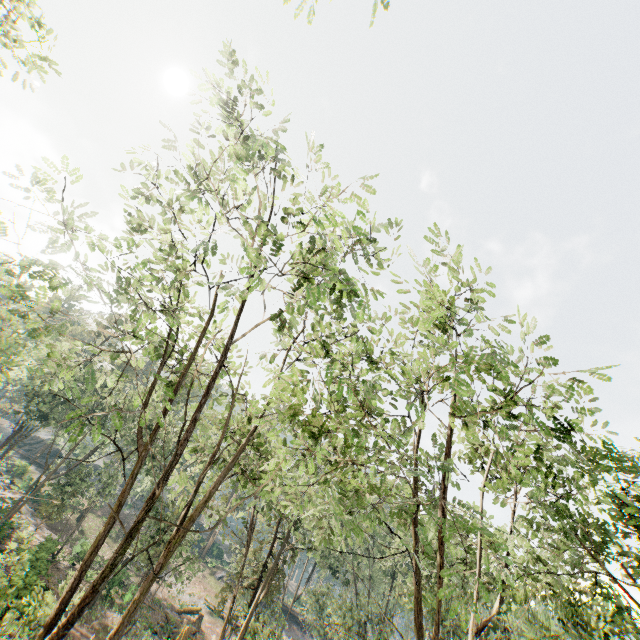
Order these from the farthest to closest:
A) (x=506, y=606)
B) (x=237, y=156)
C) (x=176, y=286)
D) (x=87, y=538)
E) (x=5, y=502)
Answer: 1. (x=87, y=538)
2. (x=5, y=502)
3. (x=506, y=606)
4. (x=176, y=286)
5. (x=237, y=156)
